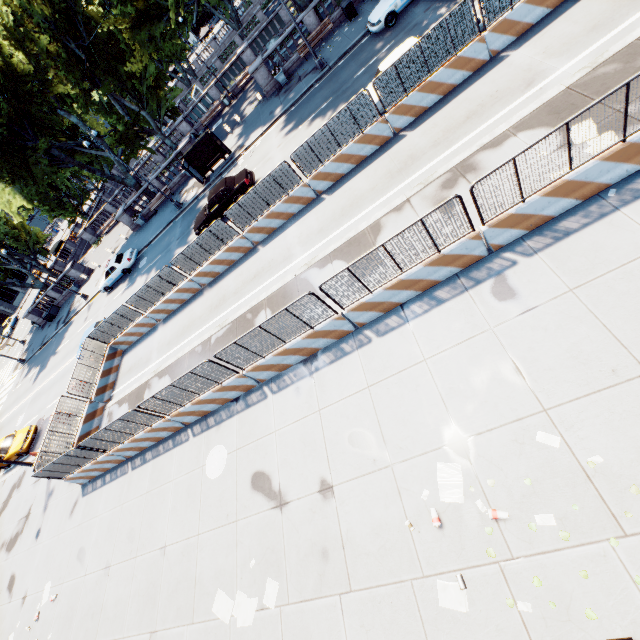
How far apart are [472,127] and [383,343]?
8.11m

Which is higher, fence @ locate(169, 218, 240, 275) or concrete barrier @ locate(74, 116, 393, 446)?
fence @ locate(169, 218, 240, 275)

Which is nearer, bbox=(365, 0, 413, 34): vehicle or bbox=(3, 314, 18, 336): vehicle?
bbox=(365, 0, 413, 34): vehicle

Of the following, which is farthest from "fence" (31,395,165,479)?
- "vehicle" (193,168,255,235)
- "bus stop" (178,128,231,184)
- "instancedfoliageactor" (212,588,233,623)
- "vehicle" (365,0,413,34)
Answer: "bus stop" (178,128,231,184)

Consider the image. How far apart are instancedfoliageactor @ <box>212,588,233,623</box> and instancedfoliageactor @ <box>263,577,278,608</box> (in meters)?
0.18

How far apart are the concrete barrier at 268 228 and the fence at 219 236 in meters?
0.0

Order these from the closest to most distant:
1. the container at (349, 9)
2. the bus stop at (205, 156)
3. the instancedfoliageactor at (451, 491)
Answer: the instancedfoliageactor at (451, 491)
the container at (349, 9)
the bus stop at (205, 156)

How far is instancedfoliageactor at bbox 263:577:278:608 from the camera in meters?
7.5 m
